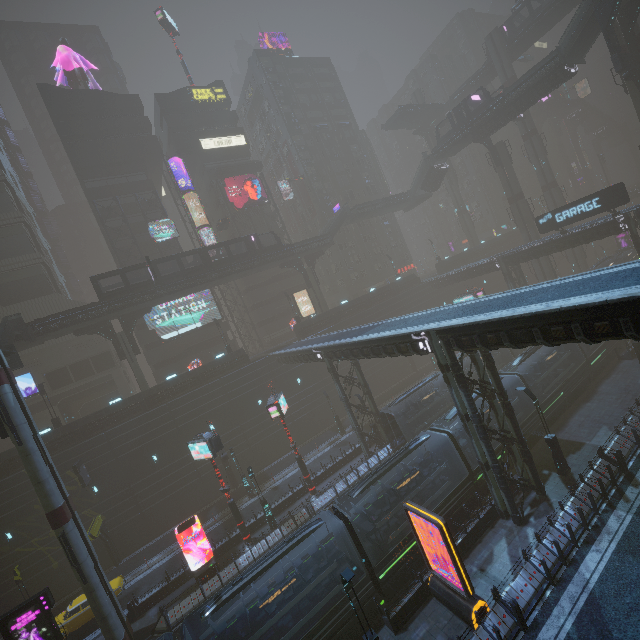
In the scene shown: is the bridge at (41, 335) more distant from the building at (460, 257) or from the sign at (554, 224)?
the sign at (554, 224)

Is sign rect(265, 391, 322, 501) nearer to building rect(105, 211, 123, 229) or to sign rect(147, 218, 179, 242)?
building rect(105, 211, 123, 229)

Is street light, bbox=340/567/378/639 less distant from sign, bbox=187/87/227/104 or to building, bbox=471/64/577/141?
building, bbox=471/64/577/141

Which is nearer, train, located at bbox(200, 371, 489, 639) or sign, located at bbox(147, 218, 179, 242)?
train, located at bbox(200, 371, 489, 639)

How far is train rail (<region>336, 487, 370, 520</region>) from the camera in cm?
2453

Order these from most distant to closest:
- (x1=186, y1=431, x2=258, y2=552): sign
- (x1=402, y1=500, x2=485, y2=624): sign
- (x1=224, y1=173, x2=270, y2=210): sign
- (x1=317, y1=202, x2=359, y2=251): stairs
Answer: (x1=224, y1=173, x2=270, y2=210): sign < (x1=317, y1=202, x2=359, y2=251): stairs < (x1=186, y1=431, x2=258, y2=552): sign < (x1=402, y1=500, x2=485, y2=624): sign

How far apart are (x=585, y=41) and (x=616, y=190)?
18.34m

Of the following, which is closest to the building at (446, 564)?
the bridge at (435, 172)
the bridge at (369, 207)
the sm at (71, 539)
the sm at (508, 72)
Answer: the sm at (508, 72)
